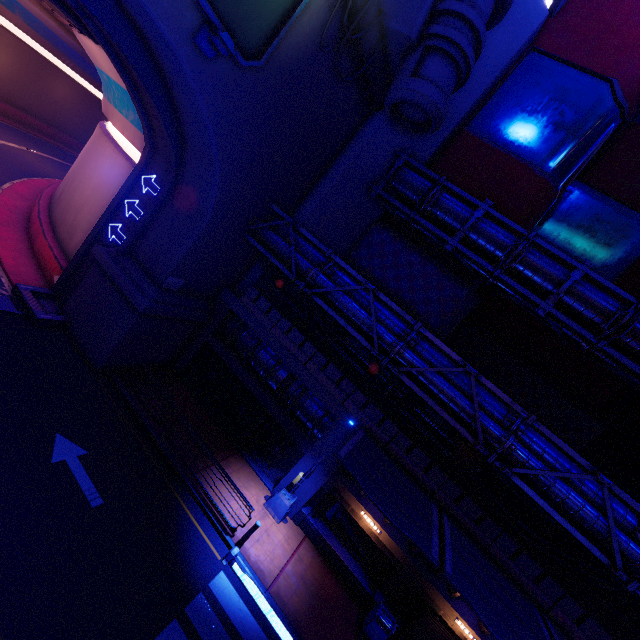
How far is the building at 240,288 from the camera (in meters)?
17.92

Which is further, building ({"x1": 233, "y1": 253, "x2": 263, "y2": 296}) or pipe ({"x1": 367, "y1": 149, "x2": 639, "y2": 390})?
building ({"x1": 233, "y1": 253, "x2": 263, "y2": 296})

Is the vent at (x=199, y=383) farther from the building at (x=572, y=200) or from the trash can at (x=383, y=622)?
the building at (x=572, y=200)

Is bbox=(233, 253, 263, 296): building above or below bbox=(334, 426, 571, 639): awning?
above

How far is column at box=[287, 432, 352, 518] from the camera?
14.51m

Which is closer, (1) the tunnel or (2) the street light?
(1) the tunnel

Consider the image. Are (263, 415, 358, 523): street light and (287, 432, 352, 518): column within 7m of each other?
yes

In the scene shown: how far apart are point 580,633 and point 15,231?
32.1 meters
